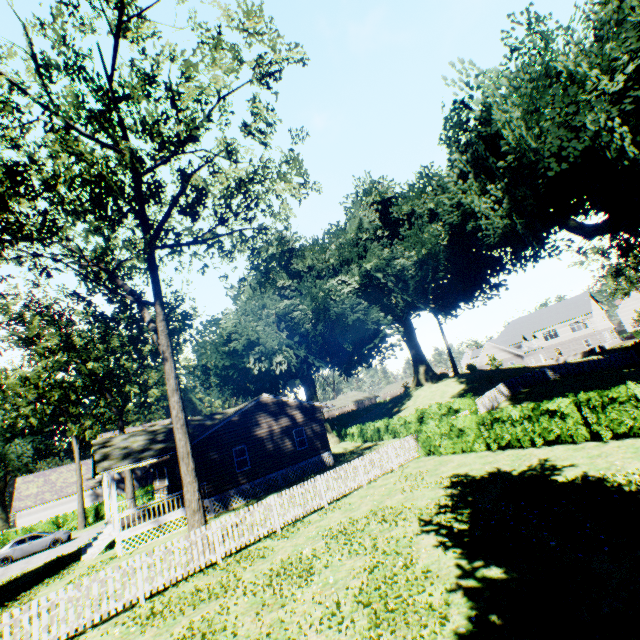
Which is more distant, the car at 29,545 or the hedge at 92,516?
the hedge at 92,516

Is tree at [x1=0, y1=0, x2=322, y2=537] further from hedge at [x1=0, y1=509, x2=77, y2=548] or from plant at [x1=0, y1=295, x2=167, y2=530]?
hedge at [x1=0, y1=509, x2=77, y2=548]

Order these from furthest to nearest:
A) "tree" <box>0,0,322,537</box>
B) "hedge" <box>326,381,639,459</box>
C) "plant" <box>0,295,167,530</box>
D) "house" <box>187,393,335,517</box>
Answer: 1. "plant" <box>0,295,167,530</box>
2. "house" <box>187,393,335,517</box>
3. "hedge" <box>326,381,639,459</box>
4. "tree" <box>0,0,322,537</box>

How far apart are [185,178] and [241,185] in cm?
273

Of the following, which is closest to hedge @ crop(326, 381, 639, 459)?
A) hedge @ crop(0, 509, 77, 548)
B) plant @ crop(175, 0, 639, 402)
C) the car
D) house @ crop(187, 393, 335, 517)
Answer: plant @ crop(175, 0, 639, 402)

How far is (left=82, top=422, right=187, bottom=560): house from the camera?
18.02m

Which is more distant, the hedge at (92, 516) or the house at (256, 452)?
the hedge at (92, 516)

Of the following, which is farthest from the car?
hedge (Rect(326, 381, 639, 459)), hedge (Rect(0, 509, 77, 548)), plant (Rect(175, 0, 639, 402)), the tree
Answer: hedge (Rect(326, 381, 639, 459))
